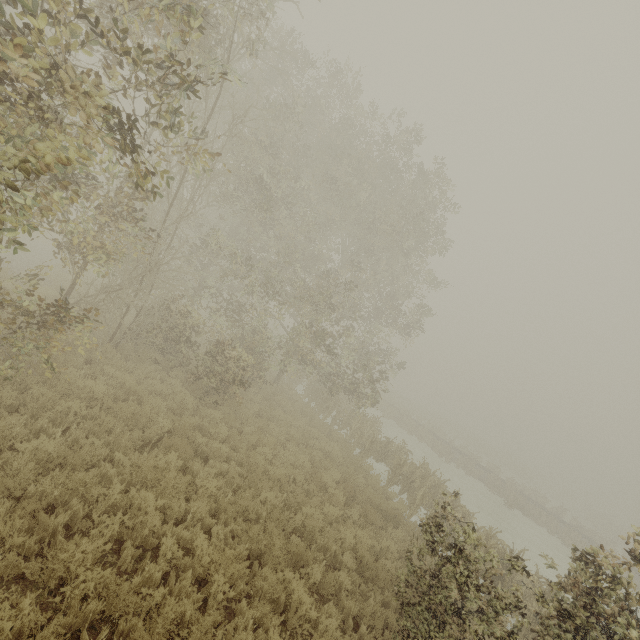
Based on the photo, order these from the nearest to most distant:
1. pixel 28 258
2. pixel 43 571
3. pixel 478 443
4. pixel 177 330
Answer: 1. pixel 43 571
2. pixel 177 330
3. pixel 28 258
4. pixel 478 443
